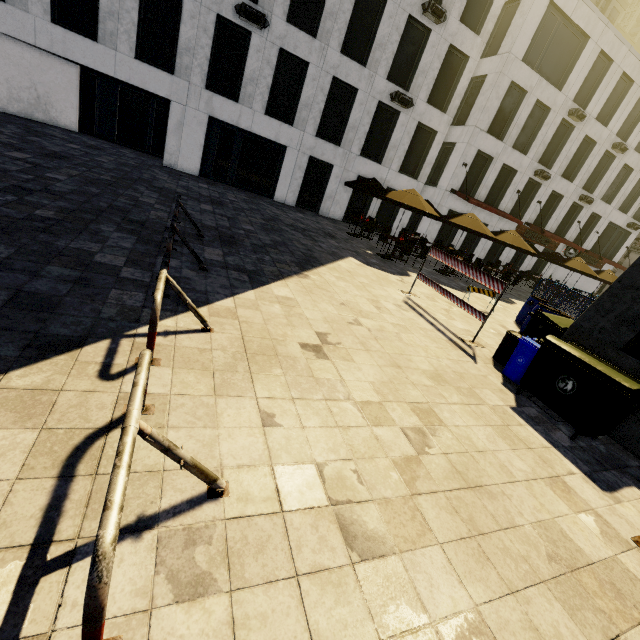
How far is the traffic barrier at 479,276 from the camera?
7.2m

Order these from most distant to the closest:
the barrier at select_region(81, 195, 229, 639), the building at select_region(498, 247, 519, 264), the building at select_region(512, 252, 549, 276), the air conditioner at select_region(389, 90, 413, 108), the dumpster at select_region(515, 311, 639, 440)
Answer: the building at select_region(512, 252, 549, 276) < the building at select_region(498, 247, 519, 264) < the air conditioner at select_region(389, 90, 413, 108) < the dumpster at select_region(515, 311, 639, 440) < the barrier at select_region(81, 195, 229, 639)

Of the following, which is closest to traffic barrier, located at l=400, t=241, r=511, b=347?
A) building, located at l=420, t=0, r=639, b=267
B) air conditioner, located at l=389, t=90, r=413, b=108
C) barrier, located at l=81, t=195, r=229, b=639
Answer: barrier, located at l=81, t=195, r=229, b=639

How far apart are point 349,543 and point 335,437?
1.0m

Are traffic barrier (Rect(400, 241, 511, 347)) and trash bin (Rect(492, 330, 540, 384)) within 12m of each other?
yes

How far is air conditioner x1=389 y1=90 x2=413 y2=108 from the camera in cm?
1766

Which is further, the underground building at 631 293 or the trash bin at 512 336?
the trash bin at 512 336

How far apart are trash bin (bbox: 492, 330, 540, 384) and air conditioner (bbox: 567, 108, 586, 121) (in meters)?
24.82
